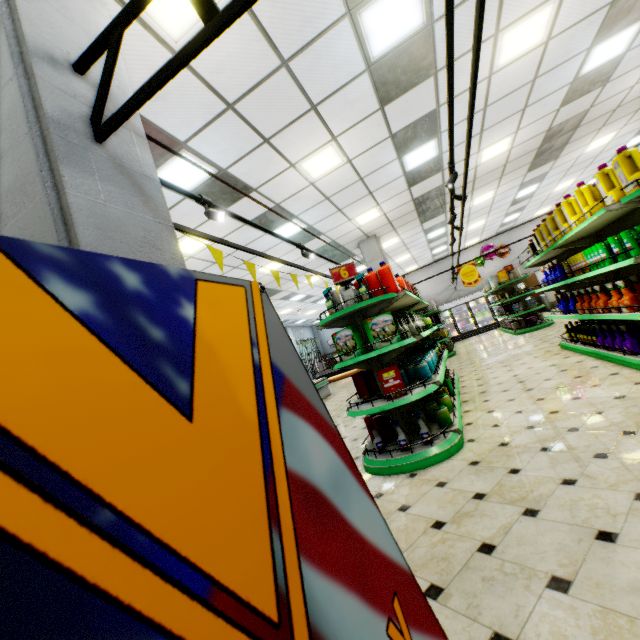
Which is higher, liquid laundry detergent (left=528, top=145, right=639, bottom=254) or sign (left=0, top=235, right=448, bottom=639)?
liquid laundry detergent (left=528, top=145, right=639, bottom=254)

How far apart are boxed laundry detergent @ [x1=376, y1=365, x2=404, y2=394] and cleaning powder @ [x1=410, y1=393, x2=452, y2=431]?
0.66m

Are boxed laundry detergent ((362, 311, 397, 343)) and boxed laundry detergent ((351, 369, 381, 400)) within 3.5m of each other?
yes

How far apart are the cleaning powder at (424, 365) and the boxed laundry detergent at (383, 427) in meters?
0.5 m

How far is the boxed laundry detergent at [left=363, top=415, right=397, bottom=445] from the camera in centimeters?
418cm

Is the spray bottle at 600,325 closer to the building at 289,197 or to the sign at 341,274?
the building at 289,197

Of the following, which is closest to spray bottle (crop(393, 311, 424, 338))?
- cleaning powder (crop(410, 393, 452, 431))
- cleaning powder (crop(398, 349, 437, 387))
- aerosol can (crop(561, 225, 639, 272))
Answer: cleaning powder (crop(398, 349, 437, 387))

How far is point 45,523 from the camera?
0.3m
